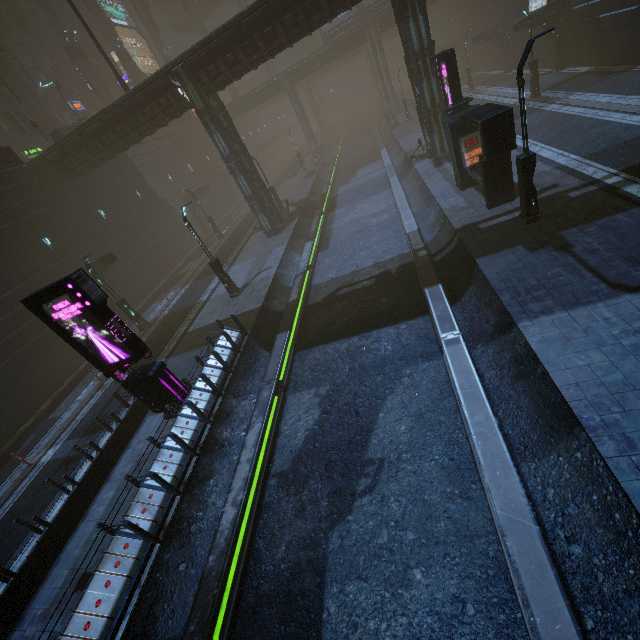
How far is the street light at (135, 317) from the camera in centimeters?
2054cm

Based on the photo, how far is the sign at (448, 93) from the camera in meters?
15.5 m

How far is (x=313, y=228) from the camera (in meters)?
24.48

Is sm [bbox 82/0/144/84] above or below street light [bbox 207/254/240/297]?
above

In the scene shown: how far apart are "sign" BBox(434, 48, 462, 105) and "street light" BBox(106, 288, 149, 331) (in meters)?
21.47

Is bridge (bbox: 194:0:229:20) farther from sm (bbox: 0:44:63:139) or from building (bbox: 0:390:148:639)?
sm (bbox: 0:44:63:139)

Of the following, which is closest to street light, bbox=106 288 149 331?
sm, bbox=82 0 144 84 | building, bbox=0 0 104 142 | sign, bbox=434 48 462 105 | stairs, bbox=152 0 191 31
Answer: building, bbox=0 0 104 142

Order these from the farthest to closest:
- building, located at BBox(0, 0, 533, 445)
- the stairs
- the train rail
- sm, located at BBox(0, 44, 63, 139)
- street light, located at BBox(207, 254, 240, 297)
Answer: the stairs
sm, located at BBox(0, 44, 63, 139)
street light, located at BBox(207, 254, 240, 297)
building, located at BBox(0, 0, 533, 445)
the train rail
